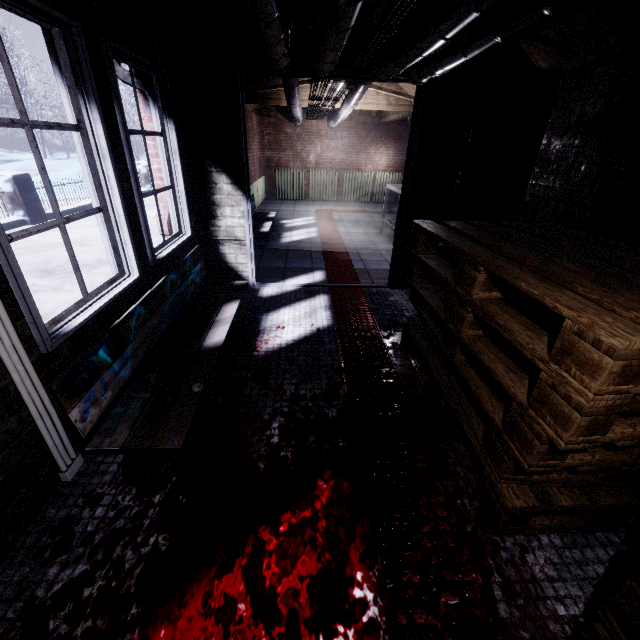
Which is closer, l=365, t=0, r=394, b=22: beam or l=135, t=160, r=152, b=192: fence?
l=365, t=0, r=394, b=22: beam

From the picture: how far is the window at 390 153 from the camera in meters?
8.5

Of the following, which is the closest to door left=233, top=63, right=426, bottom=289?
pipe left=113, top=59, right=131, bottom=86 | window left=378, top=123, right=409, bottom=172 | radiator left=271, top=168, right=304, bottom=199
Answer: pipe left=113, top=59, right=131, bottom=86

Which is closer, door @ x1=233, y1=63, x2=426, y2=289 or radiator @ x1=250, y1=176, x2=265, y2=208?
door @ x1=233, y1=63, x2=426, y2=289

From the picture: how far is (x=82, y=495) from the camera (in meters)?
1.43

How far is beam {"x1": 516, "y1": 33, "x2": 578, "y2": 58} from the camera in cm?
231

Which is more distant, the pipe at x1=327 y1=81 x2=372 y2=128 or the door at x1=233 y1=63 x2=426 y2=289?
the pipe at x1=327 y1=81 x2=372 y2=128

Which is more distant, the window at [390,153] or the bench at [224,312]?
the window at [390,153]
